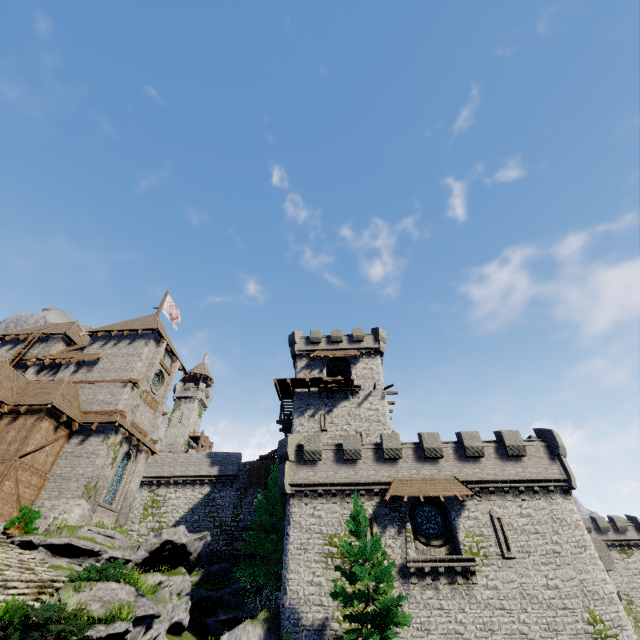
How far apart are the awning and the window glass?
1.4 meters

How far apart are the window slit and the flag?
35.5m

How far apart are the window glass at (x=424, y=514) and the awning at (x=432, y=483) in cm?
135

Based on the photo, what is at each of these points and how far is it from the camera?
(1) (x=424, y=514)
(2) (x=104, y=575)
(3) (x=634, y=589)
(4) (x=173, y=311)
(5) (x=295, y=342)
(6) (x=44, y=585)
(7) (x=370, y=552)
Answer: (1) window glass, 22.5 meters
(2) bush, 12.5 meters
(3) building, 42.3 meters
(4) flag, 39.2 meters
(5) building, 38.3 meters
(6) stairs, 11.4 meters
(7) tree, 17.1 meters

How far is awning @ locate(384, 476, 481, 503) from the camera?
21.5 meters

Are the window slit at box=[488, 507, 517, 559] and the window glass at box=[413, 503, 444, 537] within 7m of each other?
yes

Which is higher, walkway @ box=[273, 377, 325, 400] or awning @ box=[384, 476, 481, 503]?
walkway @ box=[273, 377, 325, 400]

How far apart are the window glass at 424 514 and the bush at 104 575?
17.20m
